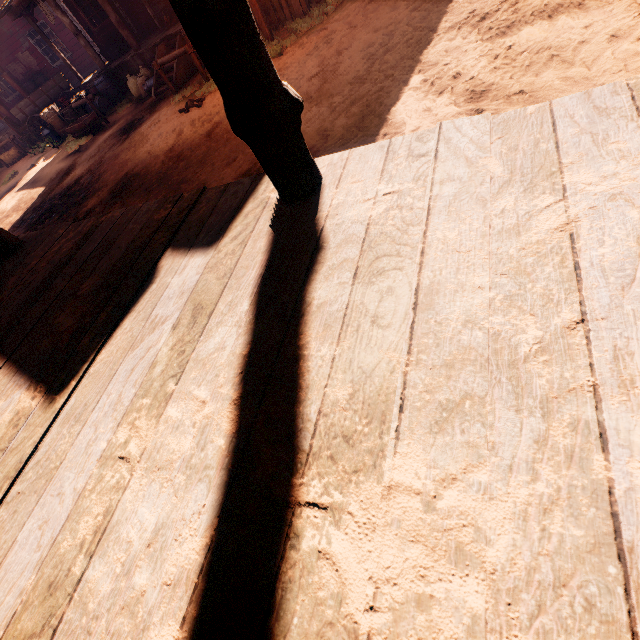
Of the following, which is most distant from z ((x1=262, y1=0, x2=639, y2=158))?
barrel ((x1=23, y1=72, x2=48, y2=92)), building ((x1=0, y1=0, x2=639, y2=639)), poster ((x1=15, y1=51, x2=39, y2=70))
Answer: poster ((x1=15, y1=51, x2=39, y2=70))

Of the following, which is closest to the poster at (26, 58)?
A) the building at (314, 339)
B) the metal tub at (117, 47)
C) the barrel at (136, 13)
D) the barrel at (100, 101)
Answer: the building at (314, 339)

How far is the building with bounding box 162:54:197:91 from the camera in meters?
9.7 m

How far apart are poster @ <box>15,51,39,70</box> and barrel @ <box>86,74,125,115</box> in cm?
818

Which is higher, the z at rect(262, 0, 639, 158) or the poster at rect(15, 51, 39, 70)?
the poster at rect(15, 51, 39, 70)

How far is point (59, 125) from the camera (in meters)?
13.37

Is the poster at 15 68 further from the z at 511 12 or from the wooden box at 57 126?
the wooden box at 57 126

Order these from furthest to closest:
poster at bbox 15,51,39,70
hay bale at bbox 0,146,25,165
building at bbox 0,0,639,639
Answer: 1. poster at bbox 15,51,39,70
2. hay bale at bbox 0,146,25,165
3. building at bbox 0,0,639,639
